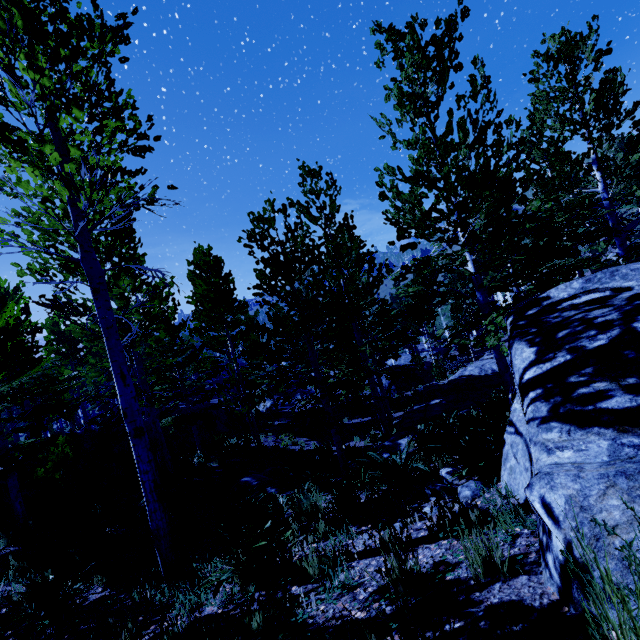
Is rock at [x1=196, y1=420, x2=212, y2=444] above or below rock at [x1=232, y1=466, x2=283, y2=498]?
below

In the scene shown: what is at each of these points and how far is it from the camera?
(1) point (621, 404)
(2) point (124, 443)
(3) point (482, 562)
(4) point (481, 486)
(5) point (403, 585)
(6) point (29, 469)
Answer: (1) rock, 1.8m
(2) rock, 16.0m
(3) instancedfoliageactor, 2.0m
(4) rock, 3.4m
(5) instancedfoliageactor, 1.5m
(6) rock, 12.9m

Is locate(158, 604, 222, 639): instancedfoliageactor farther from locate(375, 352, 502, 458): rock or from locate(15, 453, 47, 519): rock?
locate(15, 453, 47, 519): rock

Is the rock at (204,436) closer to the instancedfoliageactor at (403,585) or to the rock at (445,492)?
the instancedfoliageactor at (403,585)

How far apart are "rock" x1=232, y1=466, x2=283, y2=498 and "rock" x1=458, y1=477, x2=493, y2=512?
6.9 meters

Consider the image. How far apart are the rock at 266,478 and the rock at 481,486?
6.93m

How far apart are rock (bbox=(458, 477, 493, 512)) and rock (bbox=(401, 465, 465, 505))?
0.2m

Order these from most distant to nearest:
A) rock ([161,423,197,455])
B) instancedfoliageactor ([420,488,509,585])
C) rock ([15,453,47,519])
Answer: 1. rock ([161,423,197,455])
2. rock ([15,453,47,519])
3. instancedfoliageactor ([420,488,509,585])
